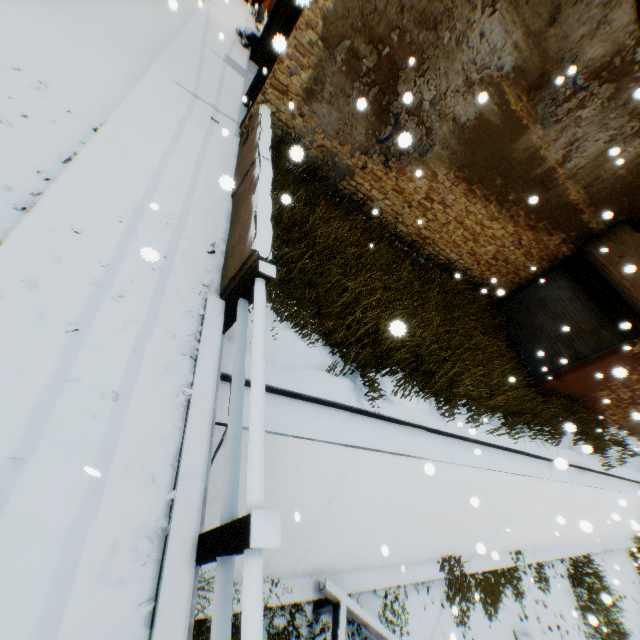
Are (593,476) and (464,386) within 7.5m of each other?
no

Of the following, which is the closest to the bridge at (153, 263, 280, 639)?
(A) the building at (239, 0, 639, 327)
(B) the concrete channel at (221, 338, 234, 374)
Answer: (B) the concrete channel at (221, 338, 234, 374)

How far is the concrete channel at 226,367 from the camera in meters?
4.1

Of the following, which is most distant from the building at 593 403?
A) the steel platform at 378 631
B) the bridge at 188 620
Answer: the steel platform at 378 631

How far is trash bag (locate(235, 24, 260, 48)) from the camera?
11.3 meters

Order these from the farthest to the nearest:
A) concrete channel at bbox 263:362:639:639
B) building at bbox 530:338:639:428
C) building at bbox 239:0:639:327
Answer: building at bbox 530:338:639:428 → building at bbox 239:0:639:327 → concrete channel at bbox 263:362:639:639

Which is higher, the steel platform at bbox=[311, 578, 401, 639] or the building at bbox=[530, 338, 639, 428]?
the building at bbox=[530, 338, 639, 428]

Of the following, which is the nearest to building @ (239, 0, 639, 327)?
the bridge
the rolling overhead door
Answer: the rolling overhead door
